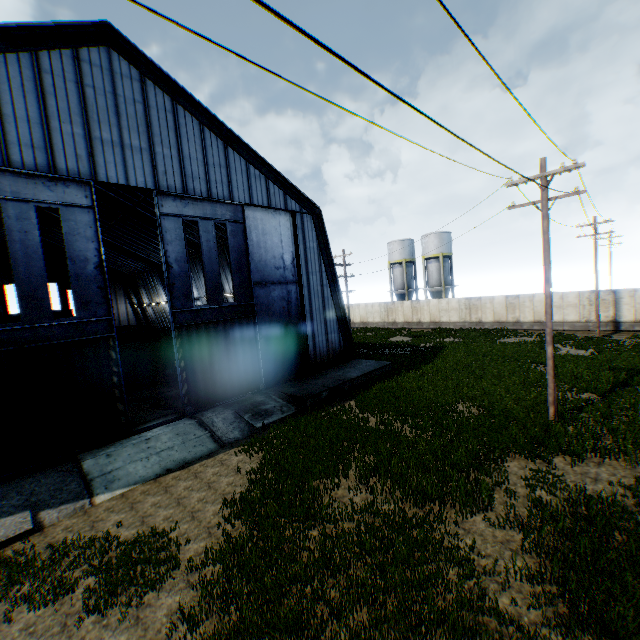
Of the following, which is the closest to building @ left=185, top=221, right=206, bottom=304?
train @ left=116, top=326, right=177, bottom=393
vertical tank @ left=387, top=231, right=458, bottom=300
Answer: train @ left=116, top=326, right=177, bottom=393

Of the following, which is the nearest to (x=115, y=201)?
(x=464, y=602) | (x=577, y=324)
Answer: (x=464, y=602)

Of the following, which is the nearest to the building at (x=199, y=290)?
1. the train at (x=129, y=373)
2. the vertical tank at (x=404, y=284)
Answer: the train at (x=129, y=373)

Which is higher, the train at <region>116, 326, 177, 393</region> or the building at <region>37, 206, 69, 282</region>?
the building at <region>37, 206, 69, 282</region>

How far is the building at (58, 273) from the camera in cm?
3431

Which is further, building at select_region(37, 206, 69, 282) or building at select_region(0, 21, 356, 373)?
building at select_region(37, 206, 69, 282)

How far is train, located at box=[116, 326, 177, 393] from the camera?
20.70m
